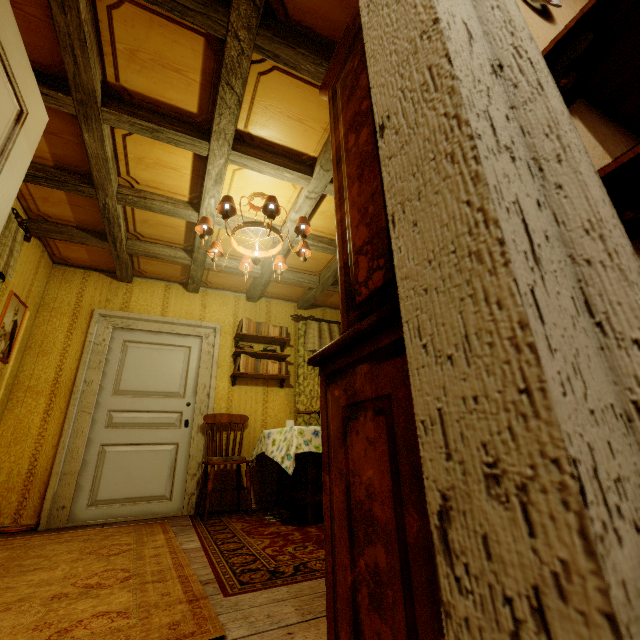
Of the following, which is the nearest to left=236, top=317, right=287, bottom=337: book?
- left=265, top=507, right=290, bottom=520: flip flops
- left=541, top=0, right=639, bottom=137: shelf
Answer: left=265, top=507, right=290, bottom=520: flip flops

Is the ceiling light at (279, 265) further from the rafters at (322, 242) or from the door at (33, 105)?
the door at (33, 105)

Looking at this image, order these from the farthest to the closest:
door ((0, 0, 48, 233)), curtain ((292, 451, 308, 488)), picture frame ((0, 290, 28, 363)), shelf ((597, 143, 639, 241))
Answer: curtain ((292, 451, 308, 488)) < picture frame ((0, 290, 28, 363)) < door ((0, 0, 48, 233)) < shelf ((597, 143, 639, 241))

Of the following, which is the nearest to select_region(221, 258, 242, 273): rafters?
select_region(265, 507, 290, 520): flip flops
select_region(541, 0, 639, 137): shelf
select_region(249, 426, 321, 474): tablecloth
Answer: select_region(541, 0, 639, 137): shelf

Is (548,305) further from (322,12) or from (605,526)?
(322,12)

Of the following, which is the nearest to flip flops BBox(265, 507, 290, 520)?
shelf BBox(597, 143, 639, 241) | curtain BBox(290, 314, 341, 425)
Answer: curtain BBox(290, 314, 341, 425)

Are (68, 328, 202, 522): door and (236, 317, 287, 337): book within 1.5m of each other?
yes

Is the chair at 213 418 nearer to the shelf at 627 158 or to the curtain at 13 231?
the curtain at 13 231
